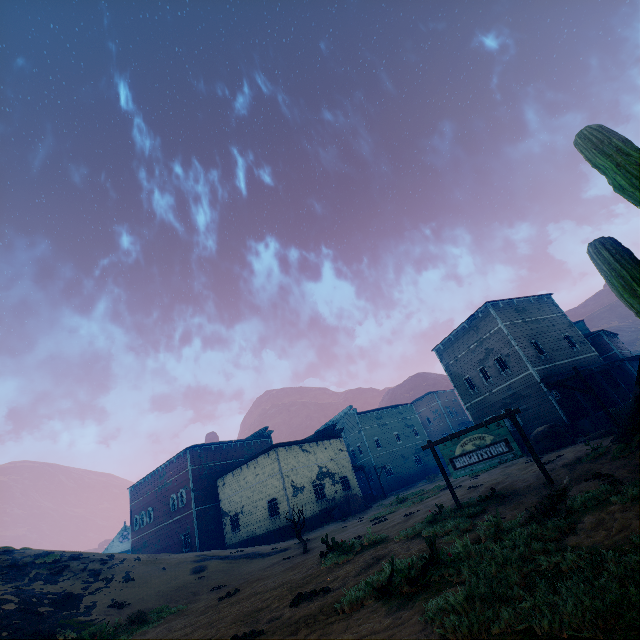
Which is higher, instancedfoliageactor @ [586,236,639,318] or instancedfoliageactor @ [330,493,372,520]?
instancedfoliageactor @ [586,236,639,318]

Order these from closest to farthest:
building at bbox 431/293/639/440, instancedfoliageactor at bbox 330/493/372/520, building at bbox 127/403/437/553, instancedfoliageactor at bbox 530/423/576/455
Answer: instancedfoliageactor at bbox 530/423/576/455
building at bbox 431/293/639/440
instancedfoliageactor at bbox 330/493/372/520
building at bbox 127/403/437/553

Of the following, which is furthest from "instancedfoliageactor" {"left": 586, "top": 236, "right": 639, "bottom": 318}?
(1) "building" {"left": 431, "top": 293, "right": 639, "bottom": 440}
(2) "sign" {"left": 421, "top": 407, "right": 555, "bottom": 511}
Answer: (1) "building" {"left": 431, "top": 293, "right": 639, "bottom": 440}

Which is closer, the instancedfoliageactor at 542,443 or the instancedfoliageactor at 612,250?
the instancedfoliageactor at 612,250

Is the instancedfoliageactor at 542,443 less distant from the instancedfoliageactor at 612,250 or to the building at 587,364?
the building at 587,364

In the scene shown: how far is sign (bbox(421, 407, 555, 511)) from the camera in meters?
9.7 m

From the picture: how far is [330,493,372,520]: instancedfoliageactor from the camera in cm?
2761

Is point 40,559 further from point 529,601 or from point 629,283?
point 629,283
